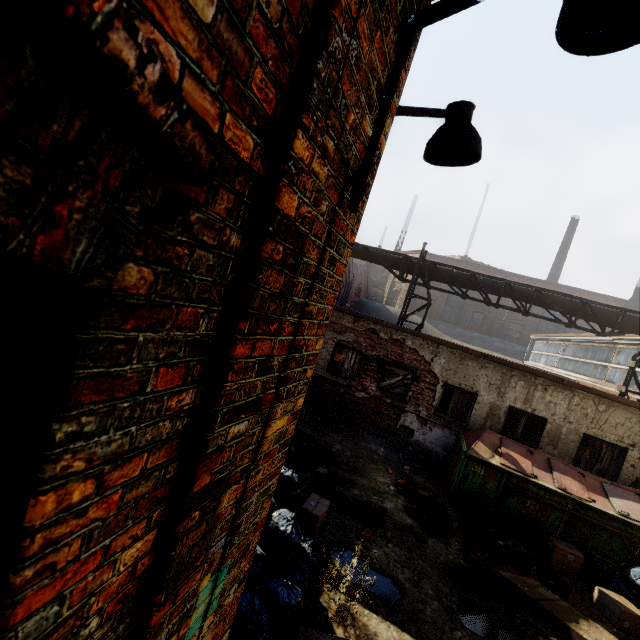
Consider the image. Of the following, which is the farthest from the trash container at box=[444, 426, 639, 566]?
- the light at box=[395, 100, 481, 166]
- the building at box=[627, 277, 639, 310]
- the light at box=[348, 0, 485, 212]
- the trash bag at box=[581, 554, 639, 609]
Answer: the building at box=[627, 277, 639, 310]

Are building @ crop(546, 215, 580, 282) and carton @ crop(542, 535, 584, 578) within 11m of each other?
no

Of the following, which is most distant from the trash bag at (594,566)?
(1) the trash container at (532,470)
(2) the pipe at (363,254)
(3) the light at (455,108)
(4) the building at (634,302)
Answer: (4) the building at (634,302)

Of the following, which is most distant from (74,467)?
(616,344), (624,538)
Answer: (616,344)

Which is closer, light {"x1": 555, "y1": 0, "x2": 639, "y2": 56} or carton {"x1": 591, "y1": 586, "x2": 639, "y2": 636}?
light {"x1": 555, "y1": 0, "x2": 639, "y2": 56}

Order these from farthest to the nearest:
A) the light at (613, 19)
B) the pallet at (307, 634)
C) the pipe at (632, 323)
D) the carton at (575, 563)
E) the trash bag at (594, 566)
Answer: the pipe at (632, 323), the carton at (575, 563), the trash bag at (594, 566), the pallet at (307, 634), the light at (613, 19)

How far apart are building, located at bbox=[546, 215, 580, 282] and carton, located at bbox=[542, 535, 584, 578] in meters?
35.7

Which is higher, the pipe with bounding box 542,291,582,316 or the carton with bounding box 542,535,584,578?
the pipe with bounding box 542,291,582,316
